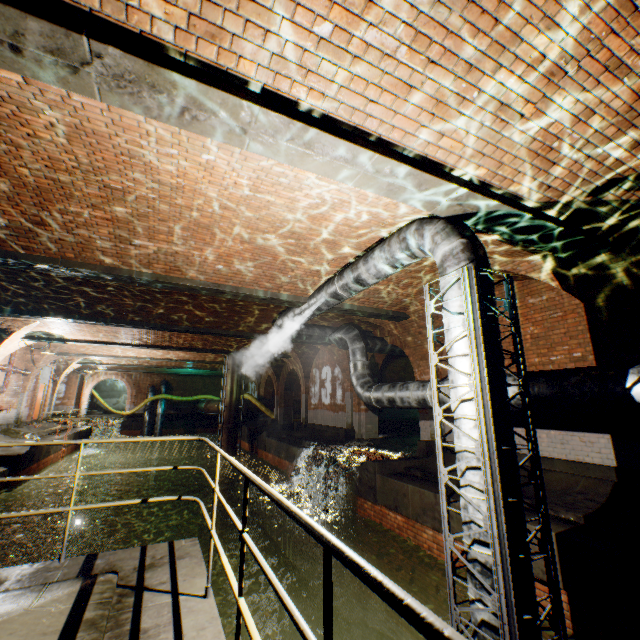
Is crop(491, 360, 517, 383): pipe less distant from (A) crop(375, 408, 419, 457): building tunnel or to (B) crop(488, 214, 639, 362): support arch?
(A) crop(375, 408, 419, 457): building tunnel

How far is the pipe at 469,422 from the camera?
3.52m

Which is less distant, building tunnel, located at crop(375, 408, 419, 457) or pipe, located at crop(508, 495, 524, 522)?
pipe, located at crop(508, 495, 524, 522)

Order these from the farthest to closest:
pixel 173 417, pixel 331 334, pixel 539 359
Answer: pixel 173 417
pixel 331 334
pixel 539 359

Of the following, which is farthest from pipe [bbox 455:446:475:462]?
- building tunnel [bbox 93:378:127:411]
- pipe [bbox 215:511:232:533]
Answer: building tunnel [bbox 93:378:127:411]

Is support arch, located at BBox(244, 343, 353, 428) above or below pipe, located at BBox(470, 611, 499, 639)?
above

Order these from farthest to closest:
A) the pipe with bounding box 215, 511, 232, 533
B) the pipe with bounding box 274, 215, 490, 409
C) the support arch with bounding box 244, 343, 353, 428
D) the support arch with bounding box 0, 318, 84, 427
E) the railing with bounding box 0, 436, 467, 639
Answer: the pipe with bounding box 215, 511, 232, 533 → the support arch with bounding box 244, 343, 353, 428 → the support arch with bounding box 0, 318, 84, 427 → the pipe with bounding box 274, 215, 490, 409 → the railing with bounding box 0, 436, 467, 639

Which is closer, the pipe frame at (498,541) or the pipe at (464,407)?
the pipe frame at (498,541)
